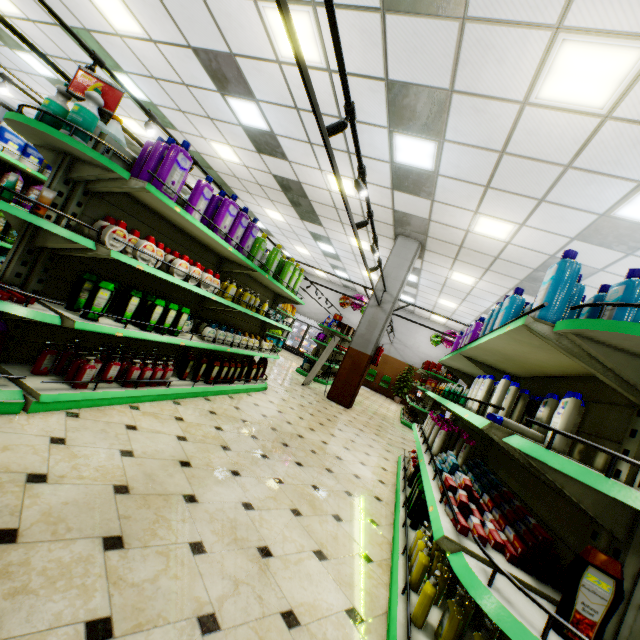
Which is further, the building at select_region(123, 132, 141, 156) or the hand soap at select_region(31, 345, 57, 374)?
the building at select_region(123, 132, 141, 156)

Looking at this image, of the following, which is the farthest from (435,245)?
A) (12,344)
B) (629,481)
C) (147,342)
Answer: (12,344)

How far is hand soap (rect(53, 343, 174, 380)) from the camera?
2.7 meters

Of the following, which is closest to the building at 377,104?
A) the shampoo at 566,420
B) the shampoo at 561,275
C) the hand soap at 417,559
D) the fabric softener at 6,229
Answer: the hand soap at 417,559

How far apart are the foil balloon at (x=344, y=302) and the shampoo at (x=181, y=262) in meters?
11.3 m

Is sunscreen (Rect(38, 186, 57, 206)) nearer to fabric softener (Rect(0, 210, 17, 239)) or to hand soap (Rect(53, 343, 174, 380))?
A: hand soap (Rect(53, 343, 174, 380))

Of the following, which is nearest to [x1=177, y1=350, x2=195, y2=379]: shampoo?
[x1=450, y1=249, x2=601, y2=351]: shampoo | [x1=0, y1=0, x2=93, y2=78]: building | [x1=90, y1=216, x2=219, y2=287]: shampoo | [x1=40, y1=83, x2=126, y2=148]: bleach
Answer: [x1=0, y1=0, x2=93, y2=78]: building

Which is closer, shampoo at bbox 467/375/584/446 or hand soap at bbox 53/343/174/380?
shampoo at bbox 467/375/584/446
